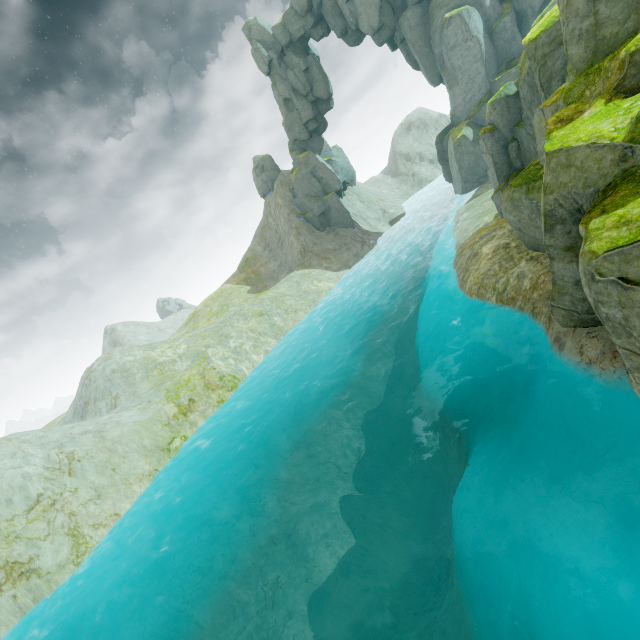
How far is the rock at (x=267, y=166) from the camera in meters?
46.6

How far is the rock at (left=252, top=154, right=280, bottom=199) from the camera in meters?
46.6

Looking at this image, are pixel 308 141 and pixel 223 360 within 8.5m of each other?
no

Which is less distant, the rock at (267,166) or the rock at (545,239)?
the rock at (545,239)

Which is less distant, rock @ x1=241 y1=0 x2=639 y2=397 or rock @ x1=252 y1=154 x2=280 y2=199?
rock @ x1=241 y1=0 x2=639 y2=397
